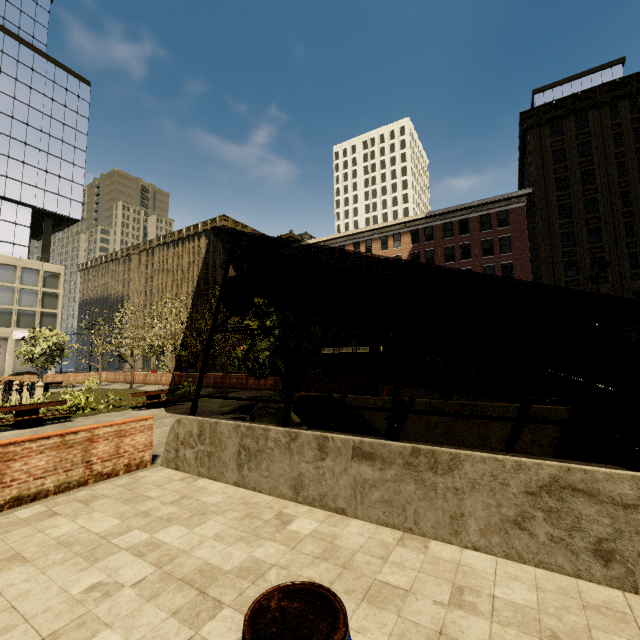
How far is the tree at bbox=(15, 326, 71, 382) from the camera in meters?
29.0

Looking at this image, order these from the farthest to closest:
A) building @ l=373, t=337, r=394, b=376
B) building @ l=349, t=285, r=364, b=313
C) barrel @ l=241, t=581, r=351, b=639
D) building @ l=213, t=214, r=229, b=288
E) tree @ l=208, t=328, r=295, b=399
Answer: building @ l=213, t=214, r=229, b=288
building @ l=349, t=285, r=364, b=313
building @ l=373, t=337, r=394, b=376
tree @ l=208, t=328, r=295, b=399
barrel @ l=241, t=581, r=351, b=639

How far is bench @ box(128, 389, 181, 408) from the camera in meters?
17.1 m

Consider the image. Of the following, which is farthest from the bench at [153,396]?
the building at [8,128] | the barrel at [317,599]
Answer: the building at [8,128]

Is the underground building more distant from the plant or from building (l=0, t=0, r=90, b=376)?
building (l=0, t=0, r=90, b=376)

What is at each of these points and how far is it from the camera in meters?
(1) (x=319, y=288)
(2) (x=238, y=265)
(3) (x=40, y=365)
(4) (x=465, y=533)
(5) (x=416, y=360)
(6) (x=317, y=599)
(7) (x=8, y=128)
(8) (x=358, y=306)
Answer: (1) building, 47.0 m
(2) building, 56.5 m
(3) tree, 29.8 m
(4) underground building, 4.5 m
(5) building, 39.0 m
(6) barrel, 2.3 m
(7) building, 45.5 m
(8) building, 43.9 m

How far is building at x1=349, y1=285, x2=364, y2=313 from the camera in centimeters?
4331cm

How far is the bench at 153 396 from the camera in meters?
17.1 m
